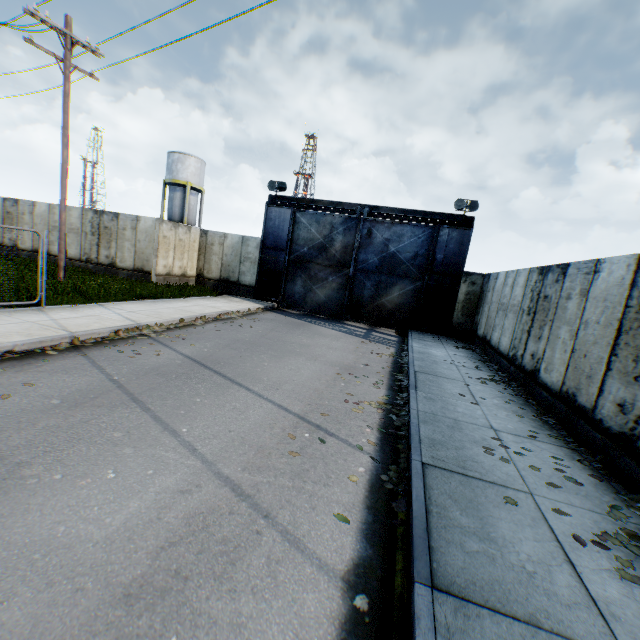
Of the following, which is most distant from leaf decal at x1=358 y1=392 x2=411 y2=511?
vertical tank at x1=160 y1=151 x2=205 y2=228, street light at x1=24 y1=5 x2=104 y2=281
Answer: vertical tank at x1=160 y1=151 x2=205 y2=228

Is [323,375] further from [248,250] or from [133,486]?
[248,250]

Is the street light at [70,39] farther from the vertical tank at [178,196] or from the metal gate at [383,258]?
the vertical tank at [178,196]

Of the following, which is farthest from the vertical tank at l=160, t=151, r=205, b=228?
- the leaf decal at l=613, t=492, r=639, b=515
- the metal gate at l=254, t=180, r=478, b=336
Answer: the leaf decal at l=613, t=492, r=639, b=515

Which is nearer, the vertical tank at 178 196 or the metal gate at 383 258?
the metal gate at 383 258

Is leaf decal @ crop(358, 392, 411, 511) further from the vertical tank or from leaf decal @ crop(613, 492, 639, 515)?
the vertical tank

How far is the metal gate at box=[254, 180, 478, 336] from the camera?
16.2m

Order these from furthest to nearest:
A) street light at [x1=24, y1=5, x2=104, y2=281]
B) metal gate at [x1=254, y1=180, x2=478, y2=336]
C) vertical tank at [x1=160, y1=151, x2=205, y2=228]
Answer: vertical tank at [x1=160, y1=151, x2=205, y2=228] → metal gate at [x1=254, y1=180, x2=478, y2=336] → street light at [x1=24, y1=5, x2=104, y2=281]
